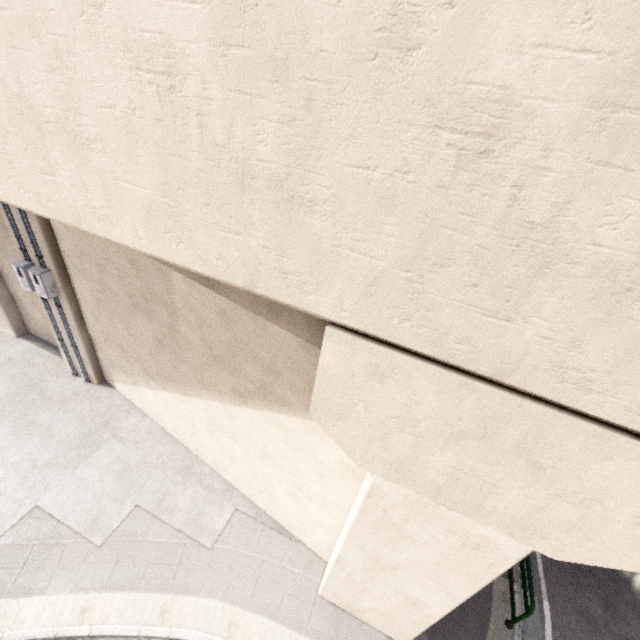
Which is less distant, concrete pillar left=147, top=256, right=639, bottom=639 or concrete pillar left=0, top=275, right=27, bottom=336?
concrete pillar left=147, top=256, right=639, bottom=639

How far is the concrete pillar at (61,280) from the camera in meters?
7.6 m

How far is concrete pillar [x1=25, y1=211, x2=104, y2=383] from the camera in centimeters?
764cm

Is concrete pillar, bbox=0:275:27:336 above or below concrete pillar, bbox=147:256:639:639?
below

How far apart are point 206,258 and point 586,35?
3.2 meters

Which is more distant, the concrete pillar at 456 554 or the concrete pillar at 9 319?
the concrete pillar at 9 319
